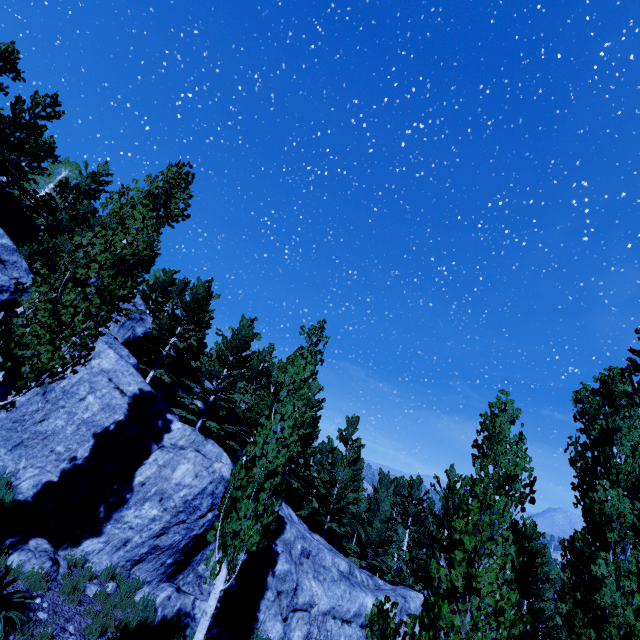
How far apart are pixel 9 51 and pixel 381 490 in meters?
37.0

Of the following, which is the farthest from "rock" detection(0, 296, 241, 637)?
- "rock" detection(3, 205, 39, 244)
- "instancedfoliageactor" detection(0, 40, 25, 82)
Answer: "rock" detection(3, 205, 39, 244)

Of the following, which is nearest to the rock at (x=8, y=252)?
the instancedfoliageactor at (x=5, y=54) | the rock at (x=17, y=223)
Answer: the instancedfoliageactor at (x=5, y=54)

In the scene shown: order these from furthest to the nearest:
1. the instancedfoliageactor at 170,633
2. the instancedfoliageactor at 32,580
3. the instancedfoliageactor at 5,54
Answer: the instancedfoliageactor at 5,54 < the instancedfoliageactor at 170,633 < the instancedfoliageactor at 32,580

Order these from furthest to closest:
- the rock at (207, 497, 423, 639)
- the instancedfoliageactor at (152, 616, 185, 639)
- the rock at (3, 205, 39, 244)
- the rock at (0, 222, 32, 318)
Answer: the rock at (3, 205, 39, 244) → the rock at (0, 222, 32, 318) → the rock at (207, 497, 423, 639) → the instancedfoliageactor at (152, 616, 185, 639)
